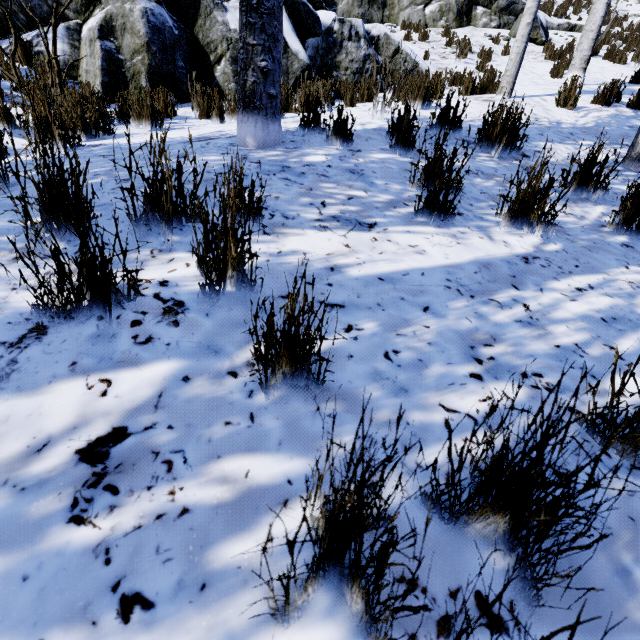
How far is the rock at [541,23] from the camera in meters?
11.1

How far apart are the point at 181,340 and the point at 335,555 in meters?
0.8

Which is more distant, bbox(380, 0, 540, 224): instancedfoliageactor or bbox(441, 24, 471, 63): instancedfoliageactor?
bbox(441, 24, 471, 63): instancedfoliageactor

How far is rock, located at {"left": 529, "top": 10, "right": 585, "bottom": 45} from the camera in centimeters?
1108cm

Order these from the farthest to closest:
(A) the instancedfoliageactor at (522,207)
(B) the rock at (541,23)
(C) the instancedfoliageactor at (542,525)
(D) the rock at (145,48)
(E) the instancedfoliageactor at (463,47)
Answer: (B) the rock at (541,23), (E) the instancedfoliageactor at (463,47), (D) the rock at (145,48), (A) the instancedfoliageactor at (522,207), (C) the instancedfoliageactor at (542,525)

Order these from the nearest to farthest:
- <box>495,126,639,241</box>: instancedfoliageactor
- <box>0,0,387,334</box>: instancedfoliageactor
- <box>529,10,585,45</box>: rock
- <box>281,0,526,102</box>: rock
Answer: <box>0,0,387,334</box>: instancedfoliageactor, <box>495,126,639,241</box>: instancedfoliageactor, <box>281,0,526,102</box>: rock, <box>529,10,585,45</box>: rock

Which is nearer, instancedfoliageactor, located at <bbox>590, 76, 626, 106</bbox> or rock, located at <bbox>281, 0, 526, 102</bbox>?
instancedfoliageactor, located at <bbox>590, 76, 626, 106</bbox>

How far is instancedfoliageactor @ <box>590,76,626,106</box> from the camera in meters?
5.0
